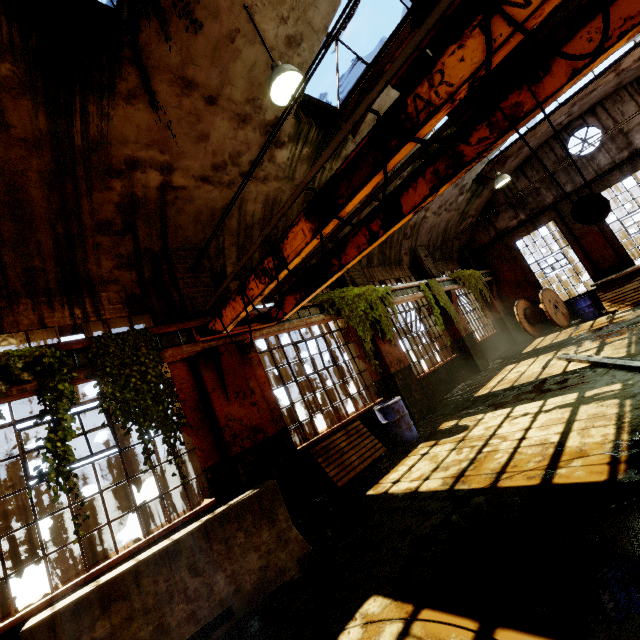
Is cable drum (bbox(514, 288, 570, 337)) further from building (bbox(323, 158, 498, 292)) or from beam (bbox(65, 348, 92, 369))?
beam (bbox(65, 348, 92, 369))

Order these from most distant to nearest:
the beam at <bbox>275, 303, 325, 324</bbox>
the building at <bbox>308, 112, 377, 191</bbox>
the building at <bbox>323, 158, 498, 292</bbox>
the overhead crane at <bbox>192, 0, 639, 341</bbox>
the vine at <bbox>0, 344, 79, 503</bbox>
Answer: the building at <bbox>323, 158, 498, 292</bbox>, the building at <bbox>308, 112, 377, 191</bbox>, the beam at <bbox>275, 303, 325, 324</bbox>, the vine at <bbox>0, 344, 79, 503</bbox>, the overhead crane at <bbox>192, 0, 639, 341</bbox>

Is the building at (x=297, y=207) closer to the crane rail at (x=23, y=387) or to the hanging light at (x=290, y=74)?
the hanging light at (x=290, y=74)

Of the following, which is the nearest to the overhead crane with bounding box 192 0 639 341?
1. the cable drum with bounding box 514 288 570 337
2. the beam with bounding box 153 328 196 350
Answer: the beam with bounding box 153 328 196 350

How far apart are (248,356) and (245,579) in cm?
396

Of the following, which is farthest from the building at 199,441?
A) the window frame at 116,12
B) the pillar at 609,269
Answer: the pillar at 609,269

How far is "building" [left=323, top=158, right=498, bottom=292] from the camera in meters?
11.2

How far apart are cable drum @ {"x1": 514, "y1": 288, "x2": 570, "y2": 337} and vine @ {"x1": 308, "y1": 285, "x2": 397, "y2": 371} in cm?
795
